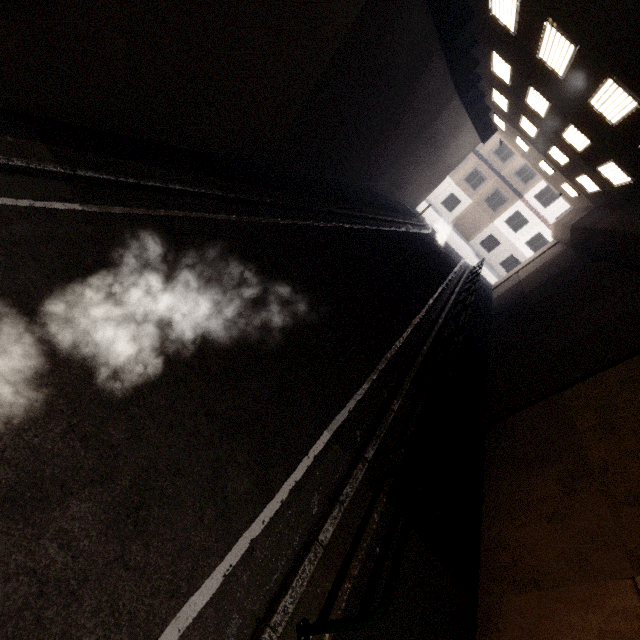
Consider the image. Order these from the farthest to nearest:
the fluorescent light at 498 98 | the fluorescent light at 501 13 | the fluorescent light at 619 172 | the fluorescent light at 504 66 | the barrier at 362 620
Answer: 1. the fluorescent light at 498 98
2. the fluorescent light at 504 66
3. the fluorescent light at 619 172
4. the fluorescent light at 501 13
5. the barrier at 362 620

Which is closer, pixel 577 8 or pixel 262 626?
pixel 262 626

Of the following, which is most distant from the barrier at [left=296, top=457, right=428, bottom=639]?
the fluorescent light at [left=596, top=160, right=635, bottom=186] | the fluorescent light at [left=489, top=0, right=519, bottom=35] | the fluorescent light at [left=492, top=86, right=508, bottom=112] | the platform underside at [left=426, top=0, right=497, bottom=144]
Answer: the fluorescent light at [left=492, top=86, right=508, bottom=112]

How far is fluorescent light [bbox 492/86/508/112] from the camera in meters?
14.7

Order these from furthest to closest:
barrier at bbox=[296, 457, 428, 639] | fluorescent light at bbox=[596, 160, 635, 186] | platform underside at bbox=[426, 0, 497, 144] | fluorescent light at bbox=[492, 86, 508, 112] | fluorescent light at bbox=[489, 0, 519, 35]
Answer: fluorescent light at bbox=[492, 86, 508, 112], fluorescent light at bbox=[596, 160, 635, 186], platform underside at bbox=[426, 0, 497, 144], fluorescent light at bbox=[489, 0, 519, 35], barrier at bbox=[296, 457, 428, 639]

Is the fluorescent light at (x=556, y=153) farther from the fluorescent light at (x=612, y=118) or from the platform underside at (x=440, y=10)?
the fluorescent light at (x=612, y=118)

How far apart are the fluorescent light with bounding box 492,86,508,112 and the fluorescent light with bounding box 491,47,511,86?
1.92m

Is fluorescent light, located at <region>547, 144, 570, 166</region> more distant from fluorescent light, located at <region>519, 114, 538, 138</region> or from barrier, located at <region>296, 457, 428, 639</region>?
barrier, located at <region>296, 457, 428, 639</region>
